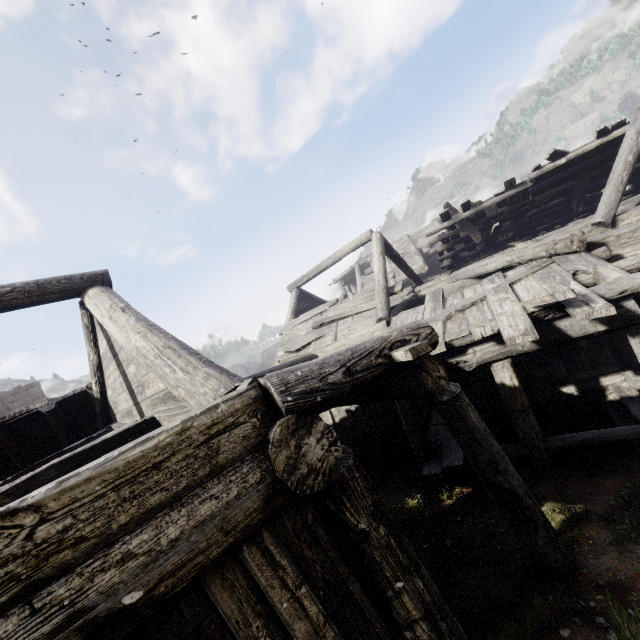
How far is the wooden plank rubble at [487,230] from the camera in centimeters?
1089cm

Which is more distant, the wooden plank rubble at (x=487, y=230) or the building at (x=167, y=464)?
the wooden plank rubble at (x=487, y=230)

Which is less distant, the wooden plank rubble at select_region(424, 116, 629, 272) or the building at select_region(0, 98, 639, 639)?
the building at select_region(0, 98, 639, 639)

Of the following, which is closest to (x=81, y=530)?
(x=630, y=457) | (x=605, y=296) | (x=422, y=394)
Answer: (x=422, y=394)

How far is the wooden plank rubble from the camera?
10.9 meters
